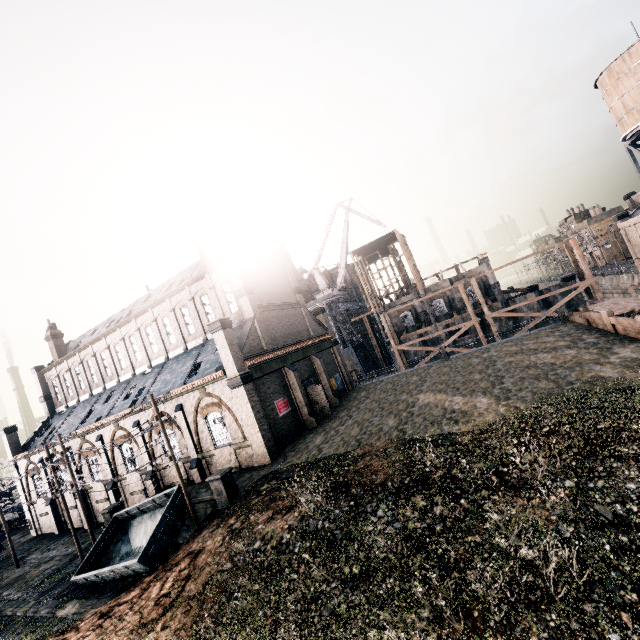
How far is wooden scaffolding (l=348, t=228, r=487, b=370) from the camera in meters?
46.9 m

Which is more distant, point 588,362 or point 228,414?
point 228,414

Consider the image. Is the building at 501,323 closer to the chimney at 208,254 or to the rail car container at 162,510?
the chimney at 208,254

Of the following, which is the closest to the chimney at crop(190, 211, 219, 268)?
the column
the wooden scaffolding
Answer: the column

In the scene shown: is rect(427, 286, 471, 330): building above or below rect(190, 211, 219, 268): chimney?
below

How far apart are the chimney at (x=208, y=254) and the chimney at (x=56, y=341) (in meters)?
28.48

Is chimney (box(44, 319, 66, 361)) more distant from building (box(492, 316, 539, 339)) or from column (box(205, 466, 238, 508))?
column (box(205, 466, 238, 508))

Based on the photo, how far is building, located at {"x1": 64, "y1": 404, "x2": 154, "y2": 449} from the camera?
29.0m
